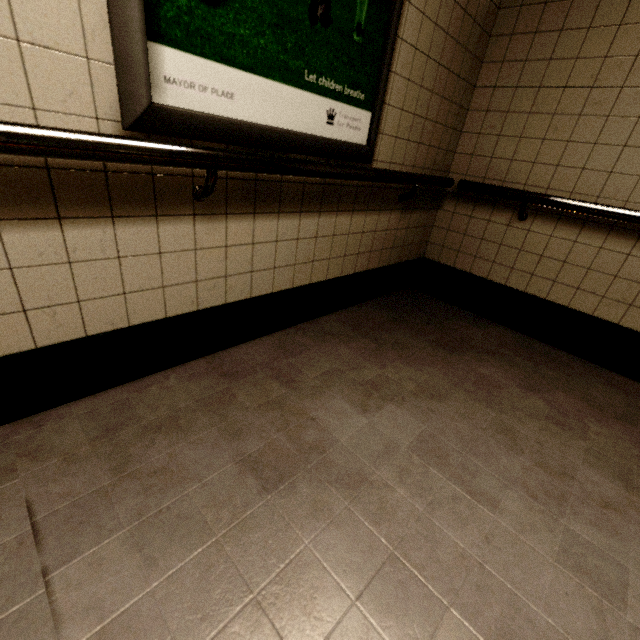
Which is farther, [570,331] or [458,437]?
[570,331]
